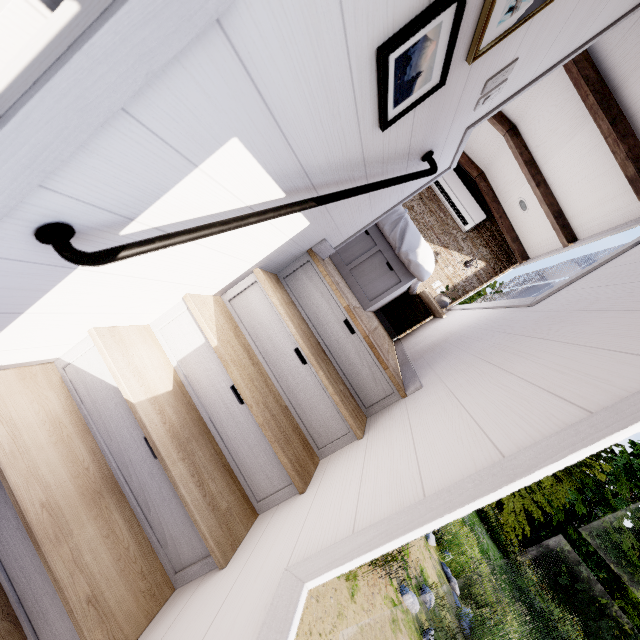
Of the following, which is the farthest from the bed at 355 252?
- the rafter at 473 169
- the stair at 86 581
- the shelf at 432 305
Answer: the rafter at 473 169

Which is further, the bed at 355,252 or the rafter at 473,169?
the rafter at 473,169

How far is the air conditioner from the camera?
4.64m

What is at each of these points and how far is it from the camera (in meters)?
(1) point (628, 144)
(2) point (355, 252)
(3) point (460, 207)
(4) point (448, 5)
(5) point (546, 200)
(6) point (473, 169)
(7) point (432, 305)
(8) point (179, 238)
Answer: (1) rafter, 2.26
(2) bed, 2.98
(3) air conditioner, 4.69
(4) painting, 0.76
(5) rafter, 3.38
(6) rafter, 4.58
(7) shelf, 4.35
(8) metal rail, 0.83

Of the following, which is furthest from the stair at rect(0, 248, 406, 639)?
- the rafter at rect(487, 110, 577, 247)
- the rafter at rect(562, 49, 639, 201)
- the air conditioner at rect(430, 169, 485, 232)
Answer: A: the air conditioner at rect(430, 169, 485, 232)

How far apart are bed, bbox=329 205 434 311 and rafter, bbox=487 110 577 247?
1.3m

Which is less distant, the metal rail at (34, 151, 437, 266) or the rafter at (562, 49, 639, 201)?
the metal rail at (34, 151, 437, 266)

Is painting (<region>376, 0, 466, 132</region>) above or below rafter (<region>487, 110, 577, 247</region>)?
below
